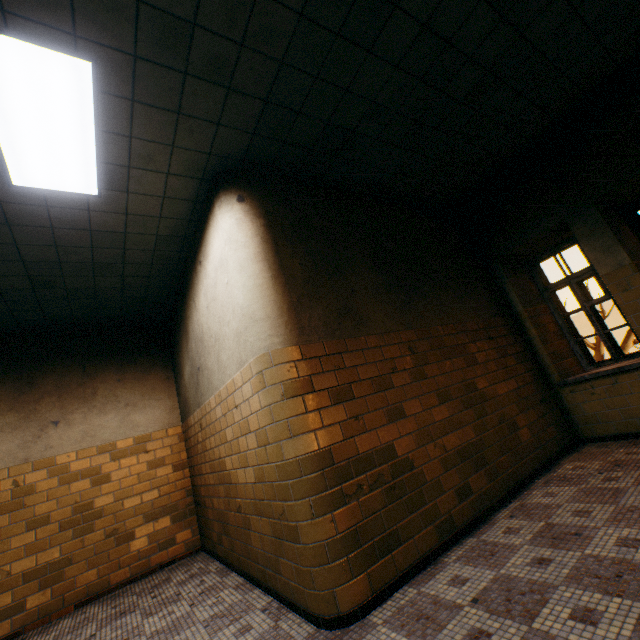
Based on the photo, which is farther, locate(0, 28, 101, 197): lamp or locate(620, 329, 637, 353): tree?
locate(620, 329, 637, 353): tree

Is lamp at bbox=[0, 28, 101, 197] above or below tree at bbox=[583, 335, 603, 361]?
above

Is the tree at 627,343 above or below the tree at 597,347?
below

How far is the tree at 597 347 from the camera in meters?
13.9 m

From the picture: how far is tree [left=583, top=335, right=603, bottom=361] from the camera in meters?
13.9 m

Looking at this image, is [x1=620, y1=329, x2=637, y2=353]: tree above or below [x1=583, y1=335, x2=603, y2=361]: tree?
below

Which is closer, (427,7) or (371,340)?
(427,7)
